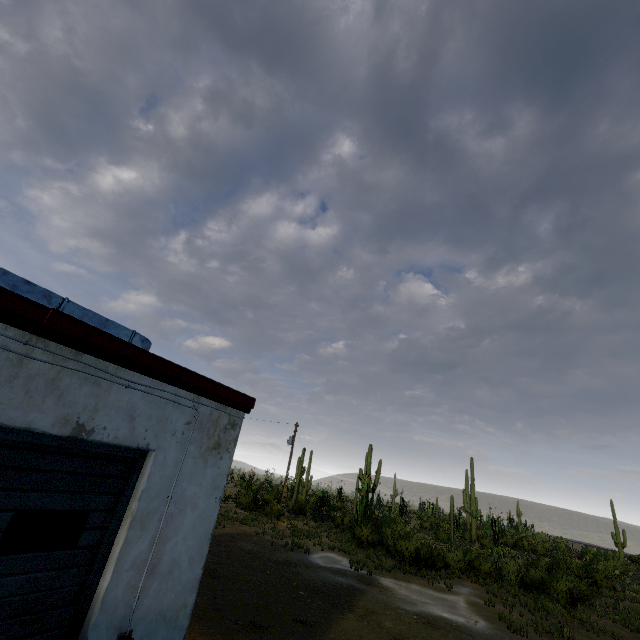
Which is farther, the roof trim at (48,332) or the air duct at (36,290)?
the air duct at (36,290)

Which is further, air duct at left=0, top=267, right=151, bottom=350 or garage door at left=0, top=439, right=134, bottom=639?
air duct at left=0, top=267, right=151, bottom=350

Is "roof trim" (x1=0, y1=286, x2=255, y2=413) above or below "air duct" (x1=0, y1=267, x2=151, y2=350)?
below

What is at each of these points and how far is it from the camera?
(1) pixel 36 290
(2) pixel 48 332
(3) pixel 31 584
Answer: (1) air duct, 4.0 meters
(2) roof trim, 3.0 meters
(3) garage door, 3.0 meters

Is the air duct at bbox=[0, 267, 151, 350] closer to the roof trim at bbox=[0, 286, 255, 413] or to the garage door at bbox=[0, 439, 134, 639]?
the roof trim at bbox=[0, 286, 255, 413]

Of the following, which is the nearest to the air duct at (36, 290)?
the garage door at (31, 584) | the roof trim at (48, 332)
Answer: the roof trim at (48, 332)

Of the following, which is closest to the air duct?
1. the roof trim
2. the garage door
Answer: the roof trim
